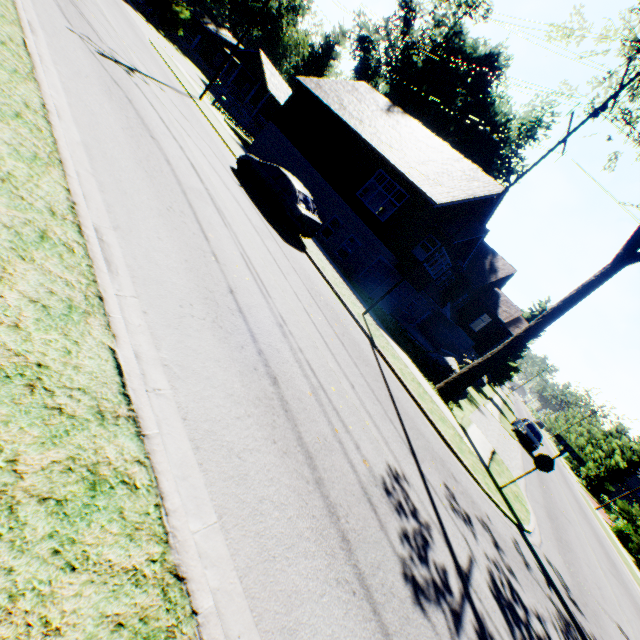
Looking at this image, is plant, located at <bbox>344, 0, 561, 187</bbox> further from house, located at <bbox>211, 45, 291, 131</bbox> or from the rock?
the rock

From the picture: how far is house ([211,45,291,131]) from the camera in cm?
3541

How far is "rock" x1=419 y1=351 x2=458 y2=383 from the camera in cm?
1541

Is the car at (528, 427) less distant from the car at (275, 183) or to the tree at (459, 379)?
the tree at (459, 379)

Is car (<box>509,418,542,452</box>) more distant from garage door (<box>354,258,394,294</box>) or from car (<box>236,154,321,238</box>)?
car (<box>236,154,321,238</box>)

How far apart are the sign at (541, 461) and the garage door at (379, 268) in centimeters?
1278cm

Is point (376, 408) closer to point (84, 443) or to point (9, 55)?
point (84, 443)

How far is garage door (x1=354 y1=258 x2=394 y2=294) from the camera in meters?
20.2
